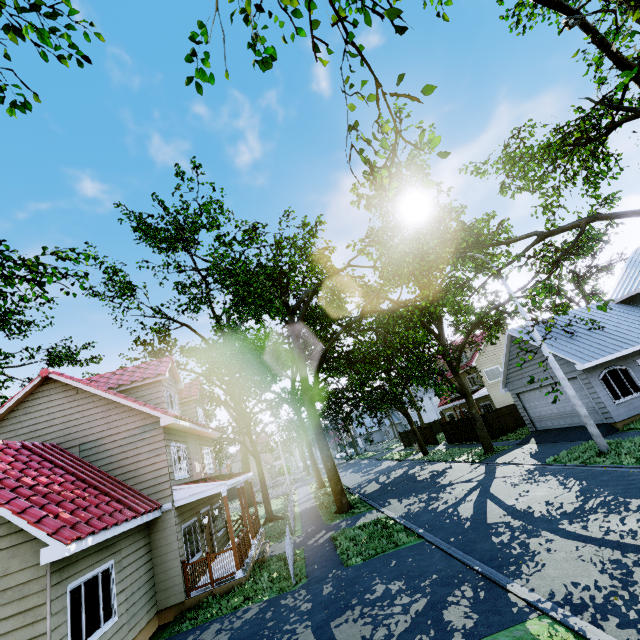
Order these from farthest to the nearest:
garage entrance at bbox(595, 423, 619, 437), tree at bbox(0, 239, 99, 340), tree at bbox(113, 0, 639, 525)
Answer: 1. garage entrance at bbox(595, 423, 619, 437)
2. tree at bbox(113, 0, 639, 525)
3. tree at bbox(0, 239, 99, 340)

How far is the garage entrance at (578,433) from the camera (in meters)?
16.03

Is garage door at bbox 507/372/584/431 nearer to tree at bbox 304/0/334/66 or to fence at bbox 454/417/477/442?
tree at bbox 304/0/334/66

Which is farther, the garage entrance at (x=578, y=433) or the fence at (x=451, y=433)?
the fence at (x=451, y=433)

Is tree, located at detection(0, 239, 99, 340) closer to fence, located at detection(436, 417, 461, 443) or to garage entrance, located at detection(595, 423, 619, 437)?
fence, located at detection(436, 417, 461, 443)

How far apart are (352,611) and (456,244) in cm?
1044

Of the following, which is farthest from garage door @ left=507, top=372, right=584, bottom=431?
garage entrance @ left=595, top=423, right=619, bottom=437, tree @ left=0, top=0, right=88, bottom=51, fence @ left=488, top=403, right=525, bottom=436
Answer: fence @ left=488, top=403, right=525, bottom=436
